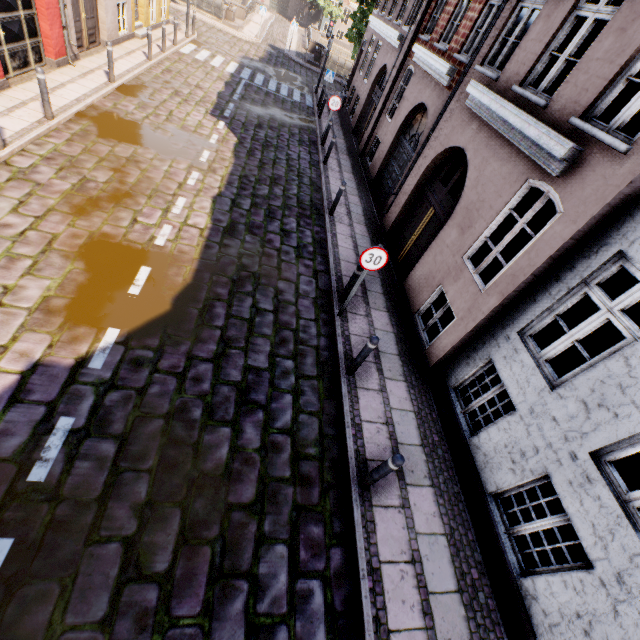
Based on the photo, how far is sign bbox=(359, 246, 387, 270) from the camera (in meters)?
5.91

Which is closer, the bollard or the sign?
the bollard

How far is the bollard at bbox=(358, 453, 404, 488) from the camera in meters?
4.1 m

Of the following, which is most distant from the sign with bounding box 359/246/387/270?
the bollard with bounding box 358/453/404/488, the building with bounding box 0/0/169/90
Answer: the bollard with bounding box 358/453/404/488

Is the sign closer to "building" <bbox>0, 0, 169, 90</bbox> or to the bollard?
"building" <bbox>0, 0, 169, 90</bbox>

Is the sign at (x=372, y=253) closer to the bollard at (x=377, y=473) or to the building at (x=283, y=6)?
the building at (x=283, y=6)

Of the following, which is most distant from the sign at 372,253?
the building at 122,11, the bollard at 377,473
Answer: the bollard at 377,473

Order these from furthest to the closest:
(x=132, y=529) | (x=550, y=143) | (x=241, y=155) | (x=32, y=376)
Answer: (x=241, y=155) → (x=550, y=143) → (x=32, y=376) → (x=132, y=529)
